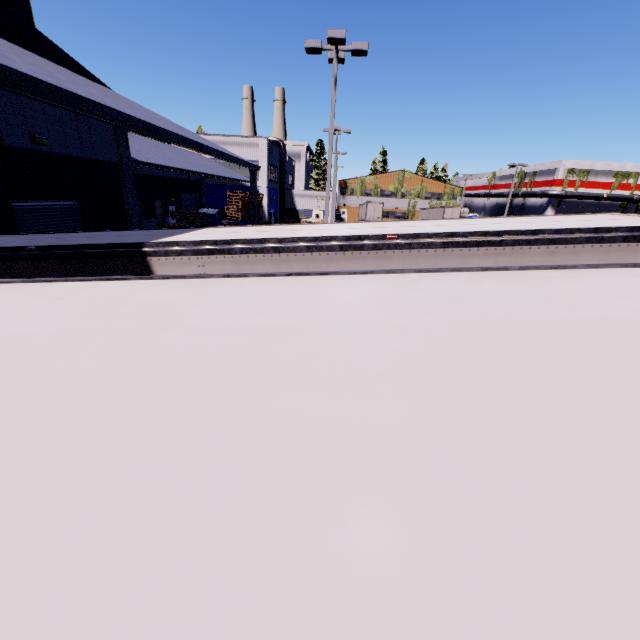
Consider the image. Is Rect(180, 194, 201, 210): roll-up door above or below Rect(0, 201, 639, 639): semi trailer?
below

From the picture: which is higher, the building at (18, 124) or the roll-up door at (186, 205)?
the building at (18, 124)

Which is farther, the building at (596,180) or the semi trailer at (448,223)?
the building at (596,180)

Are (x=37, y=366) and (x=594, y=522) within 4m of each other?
yes

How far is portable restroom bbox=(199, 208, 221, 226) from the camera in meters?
26.8 m

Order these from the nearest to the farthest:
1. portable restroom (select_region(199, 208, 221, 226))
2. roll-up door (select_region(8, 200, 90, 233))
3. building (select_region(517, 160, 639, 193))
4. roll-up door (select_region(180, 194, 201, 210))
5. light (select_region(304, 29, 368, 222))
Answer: roll-up door (select_region(8, 200, 90, 233)) → light (select_region(304, 29, 368, 222)) → portable restroom (select_region(199, 208, 221, 226)) → roll-up door (select_region(180, 194, 201, 210)) → building (select_region(517, 160, 639, 193))

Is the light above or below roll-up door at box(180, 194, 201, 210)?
above

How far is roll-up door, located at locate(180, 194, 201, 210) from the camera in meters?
33.2
